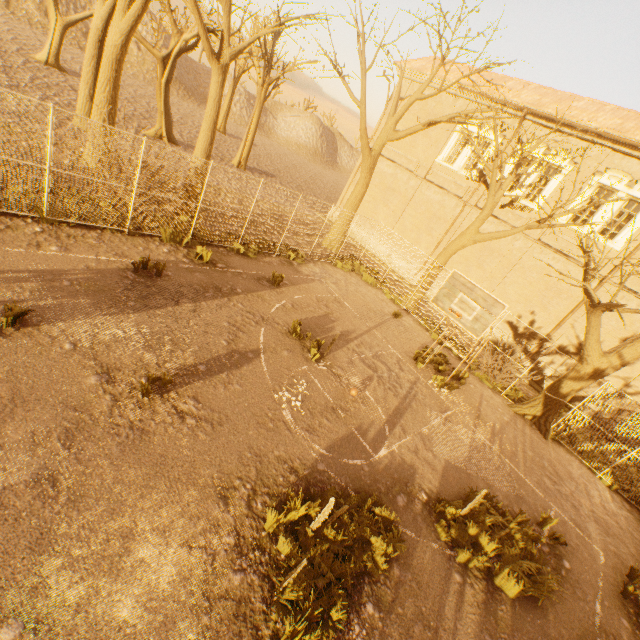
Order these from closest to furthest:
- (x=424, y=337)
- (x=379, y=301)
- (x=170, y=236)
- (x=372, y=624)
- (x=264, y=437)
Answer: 1. (x=372, y=624)
2. (x=264, y=437)
3. (x=170, y=236)
4. (x=424, y=337)
5. (x=379, y=301)

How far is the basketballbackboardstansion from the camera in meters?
8.6 m

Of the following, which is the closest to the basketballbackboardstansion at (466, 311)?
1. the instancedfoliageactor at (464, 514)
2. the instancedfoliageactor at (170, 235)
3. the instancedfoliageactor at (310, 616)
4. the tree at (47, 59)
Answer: the tree at (47, 59)

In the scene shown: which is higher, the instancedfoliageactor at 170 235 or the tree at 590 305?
the tree at 590 305

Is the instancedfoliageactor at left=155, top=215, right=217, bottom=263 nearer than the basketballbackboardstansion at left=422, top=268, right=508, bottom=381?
No

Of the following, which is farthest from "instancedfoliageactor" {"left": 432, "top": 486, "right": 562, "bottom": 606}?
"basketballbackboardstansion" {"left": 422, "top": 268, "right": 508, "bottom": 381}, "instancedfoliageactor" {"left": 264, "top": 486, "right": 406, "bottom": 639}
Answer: "basketballbackboardstansion" {"left": 422, "top": 268, "right": 508, "bottom": 381}

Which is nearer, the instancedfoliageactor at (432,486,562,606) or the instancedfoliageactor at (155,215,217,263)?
the instancedfoliageactor at (432,486,562,606)

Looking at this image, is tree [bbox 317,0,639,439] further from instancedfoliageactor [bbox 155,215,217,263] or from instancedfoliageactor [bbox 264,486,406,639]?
instancedfoliageactor [bbox 264,486,406,639]
